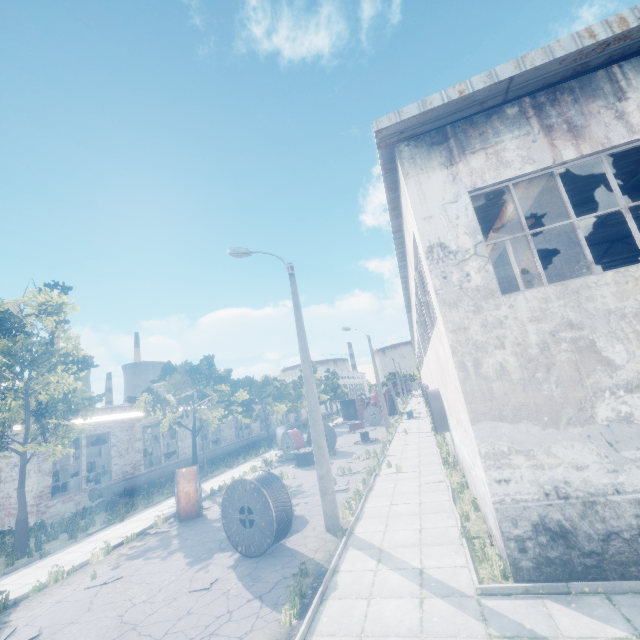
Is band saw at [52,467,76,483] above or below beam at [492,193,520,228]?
below

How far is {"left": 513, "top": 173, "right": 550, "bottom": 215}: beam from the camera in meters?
7.9 m

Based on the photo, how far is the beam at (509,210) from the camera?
9.29m

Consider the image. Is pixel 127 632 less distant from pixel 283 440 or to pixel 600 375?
pixel 600 375

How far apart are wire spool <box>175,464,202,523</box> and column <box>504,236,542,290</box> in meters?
13.1 m

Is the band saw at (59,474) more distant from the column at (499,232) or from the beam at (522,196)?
the column at (499,232)

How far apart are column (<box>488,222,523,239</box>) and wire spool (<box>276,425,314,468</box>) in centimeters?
1687cm

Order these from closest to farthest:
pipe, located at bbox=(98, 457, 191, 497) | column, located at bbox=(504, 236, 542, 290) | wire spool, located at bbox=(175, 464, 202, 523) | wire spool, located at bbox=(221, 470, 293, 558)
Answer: wire spool, located at bbox=(221, 470, 293, 558), column, located at bbox=(504, 236, 542, 290), wire spool, located at bbox=(175, 464, 202, 523), pipe, located at bbox=(98, 457, 191, 497)
